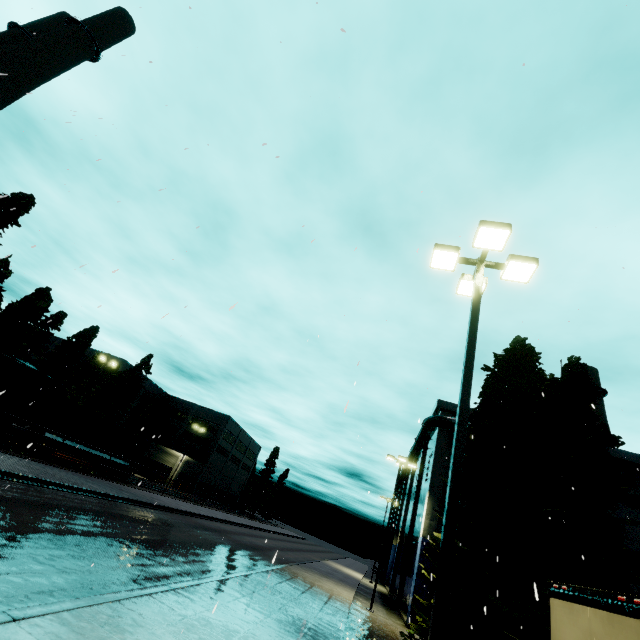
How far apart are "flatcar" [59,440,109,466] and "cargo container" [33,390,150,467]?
0.0m

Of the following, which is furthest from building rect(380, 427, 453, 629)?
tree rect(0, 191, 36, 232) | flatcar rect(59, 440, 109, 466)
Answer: tree rect(0, 191, 36, 232)

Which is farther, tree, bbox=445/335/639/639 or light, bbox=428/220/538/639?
tree, bbox=445/335/639/639

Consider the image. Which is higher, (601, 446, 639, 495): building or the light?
(601, 446, 639, 495): building

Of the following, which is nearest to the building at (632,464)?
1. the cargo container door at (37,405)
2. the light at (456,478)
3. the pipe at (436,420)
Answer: the pipe at (436,420)

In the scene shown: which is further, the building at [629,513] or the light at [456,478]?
the building at [629,513]

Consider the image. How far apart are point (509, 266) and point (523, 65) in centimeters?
557cm

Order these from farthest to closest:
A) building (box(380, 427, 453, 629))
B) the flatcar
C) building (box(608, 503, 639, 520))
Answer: the flatcar < building (box(608, 503, 639, 520)) < building (box(380, 427, 453, 629))
